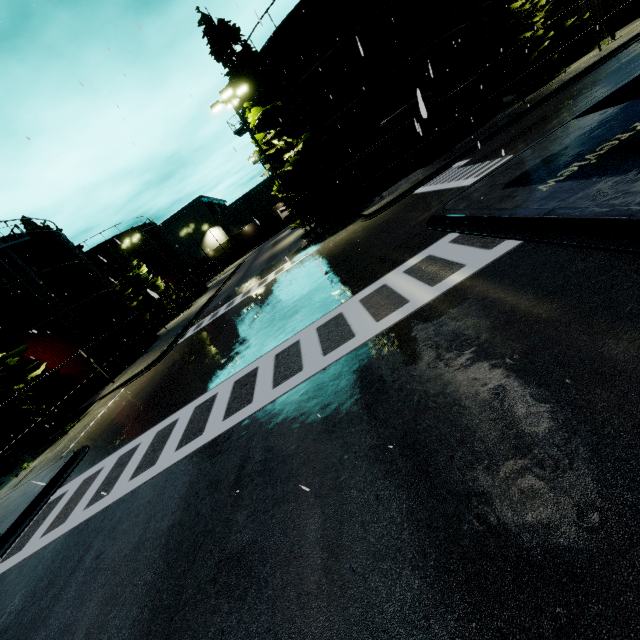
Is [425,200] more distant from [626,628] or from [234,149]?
[626,628]

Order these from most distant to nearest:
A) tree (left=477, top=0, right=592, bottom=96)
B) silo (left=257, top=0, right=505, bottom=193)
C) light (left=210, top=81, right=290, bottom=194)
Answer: tree (left=477, top=0, right=592, bottom=96) < silo (left=257, top=0, right=505, bottom=193) < light (left=210, top=81, right=290, bottom=194)

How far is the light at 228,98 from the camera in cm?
1806

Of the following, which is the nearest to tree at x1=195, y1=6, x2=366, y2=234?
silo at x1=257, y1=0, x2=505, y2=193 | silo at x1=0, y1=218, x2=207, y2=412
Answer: silo at x1=257, y1=0, x2=505, y2=193

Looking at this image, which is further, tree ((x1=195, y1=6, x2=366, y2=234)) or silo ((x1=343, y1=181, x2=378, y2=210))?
silo ((x1=343, y1=181, x2=378, y2=210))

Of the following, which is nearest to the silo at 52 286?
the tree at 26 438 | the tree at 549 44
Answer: the tree at 26 438

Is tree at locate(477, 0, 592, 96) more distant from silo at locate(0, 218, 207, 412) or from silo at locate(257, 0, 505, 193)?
silo at locate(0, 218, 207, 412)

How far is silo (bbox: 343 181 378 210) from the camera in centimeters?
2386cm
